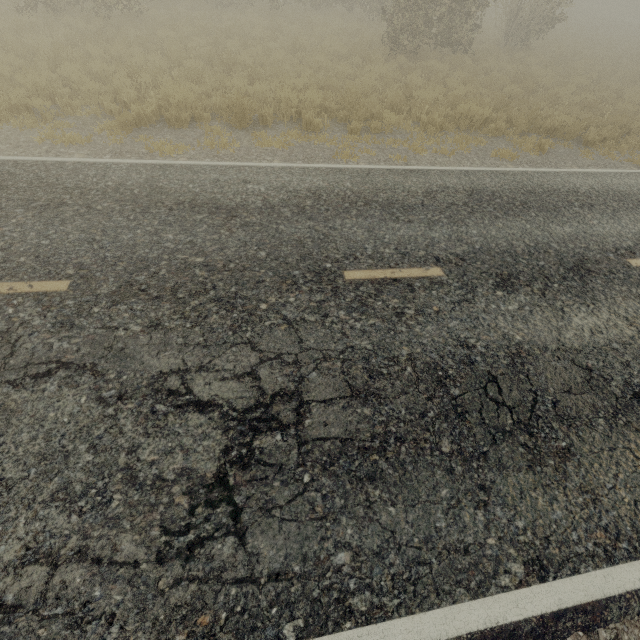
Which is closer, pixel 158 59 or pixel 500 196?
pixel 500 196

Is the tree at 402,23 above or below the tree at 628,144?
above

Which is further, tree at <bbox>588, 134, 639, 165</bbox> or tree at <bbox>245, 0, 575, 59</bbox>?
tree at <bbox>245, 0, 575, 59</bbox>

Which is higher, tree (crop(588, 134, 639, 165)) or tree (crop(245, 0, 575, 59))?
tree (crop(245, 0, 575, 59))

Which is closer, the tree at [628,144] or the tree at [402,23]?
the tree at [628,144]
